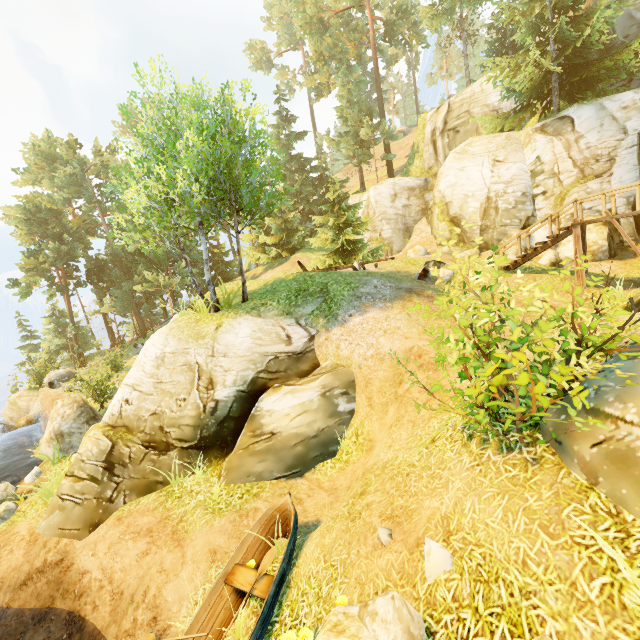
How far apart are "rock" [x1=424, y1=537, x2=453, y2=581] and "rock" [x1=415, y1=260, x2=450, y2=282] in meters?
10.9

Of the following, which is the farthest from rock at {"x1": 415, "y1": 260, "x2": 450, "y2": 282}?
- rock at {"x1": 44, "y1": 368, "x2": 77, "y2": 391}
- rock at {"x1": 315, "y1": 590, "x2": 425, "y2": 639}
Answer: rock at {"x1": 44, "y1": 368, "x2": 77, "y2": 391}

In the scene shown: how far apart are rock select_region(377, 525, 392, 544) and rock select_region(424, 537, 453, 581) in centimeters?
60cm

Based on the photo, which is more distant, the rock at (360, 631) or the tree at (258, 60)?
the tree at (258, 60)

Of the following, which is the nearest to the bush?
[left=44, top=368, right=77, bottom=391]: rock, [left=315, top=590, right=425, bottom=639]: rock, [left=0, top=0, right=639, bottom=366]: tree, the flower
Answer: A: [left=315, top=590, right=425, bottom=639]: rock

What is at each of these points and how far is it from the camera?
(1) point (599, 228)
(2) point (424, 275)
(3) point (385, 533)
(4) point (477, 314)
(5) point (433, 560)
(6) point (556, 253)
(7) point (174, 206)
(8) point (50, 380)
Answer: (1) rock, 15.8m
(2) rock, 13.7m
(3) rock, 4.8m
(4) bush, 4.2m
(5) rock, 4.0m
(6) rock, 15.2m
(7) tree, 13.3m
(8) rock, 23.8m

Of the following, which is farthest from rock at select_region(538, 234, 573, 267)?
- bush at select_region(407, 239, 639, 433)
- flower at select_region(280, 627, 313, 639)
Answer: flower at select_region(280, 627, 313, 639)

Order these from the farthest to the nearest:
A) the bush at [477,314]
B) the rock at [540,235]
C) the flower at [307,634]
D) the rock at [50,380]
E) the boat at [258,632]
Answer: the rock at [50,380] → the rock at [540,235] → the boat at [258,632] → the flower at [307,634] → the bush at [477,314]
